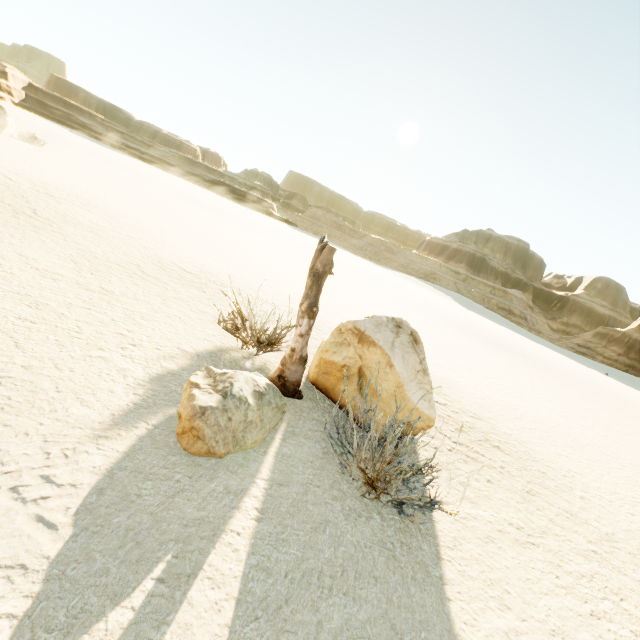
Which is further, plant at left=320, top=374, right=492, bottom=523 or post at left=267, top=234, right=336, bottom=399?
post at left=267, top=234, right=336, bottom=399

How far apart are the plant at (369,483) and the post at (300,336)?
0.9m

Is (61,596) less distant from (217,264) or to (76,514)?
(76,514)

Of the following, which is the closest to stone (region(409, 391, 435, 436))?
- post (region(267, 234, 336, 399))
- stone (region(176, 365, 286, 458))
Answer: post (region(267, 234, 336, 399))

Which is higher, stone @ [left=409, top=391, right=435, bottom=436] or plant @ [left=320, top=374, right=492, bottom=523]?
stone @ [left=409, top=391, right=435, bottom=436]

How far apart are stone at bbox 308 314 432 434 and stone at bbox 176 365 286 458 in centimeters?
109cm

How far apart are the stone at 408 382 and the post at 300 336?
0.38m
